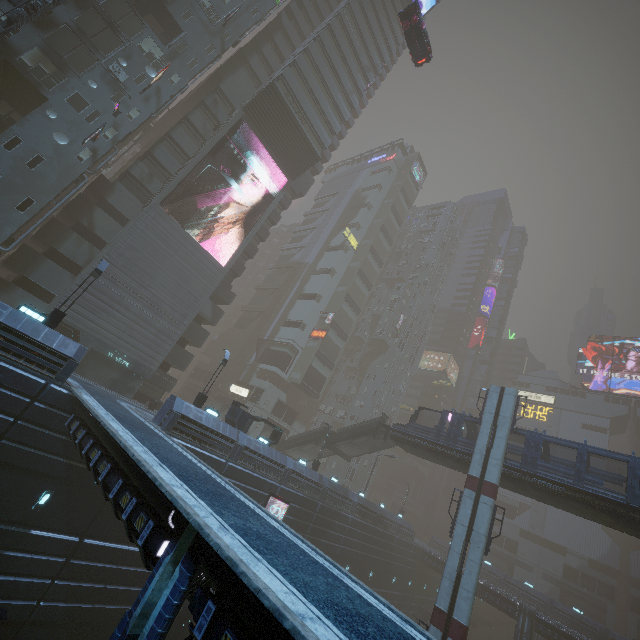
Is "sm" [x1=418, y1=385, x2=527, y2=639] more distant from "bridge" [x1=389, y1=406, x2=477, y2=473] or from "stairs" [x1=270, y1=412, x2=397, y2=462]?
"stairs" [x1=270, y1=412, x2=397, y2=462]

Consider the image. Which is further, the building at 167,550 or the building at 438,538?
the building at 438,538

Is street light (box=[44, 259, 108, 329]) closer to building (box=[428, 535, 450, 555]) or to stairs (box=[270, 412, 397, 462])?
building (box=[428, 535, 450, 555])

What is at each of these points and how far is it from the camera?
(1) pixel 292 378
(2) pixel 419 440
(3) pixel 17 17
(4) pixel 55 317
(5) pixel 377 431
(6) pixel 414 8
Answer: (1) building, 51.4 meters
(2) bridge, 30.6 meters
(3) building structure, 21.2 meters
(4) street light, 17.5 meters
(5) stairs, 33.4 meters
(6) car, 26.5 meters

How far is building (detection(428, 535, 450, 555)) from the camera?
56.8m

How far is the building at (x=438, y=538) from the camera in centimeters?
5681cm

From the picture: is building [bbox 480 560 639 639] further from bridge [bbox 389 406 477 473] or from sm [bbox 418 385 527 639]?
bridge [bbox 389 406 477 473]
